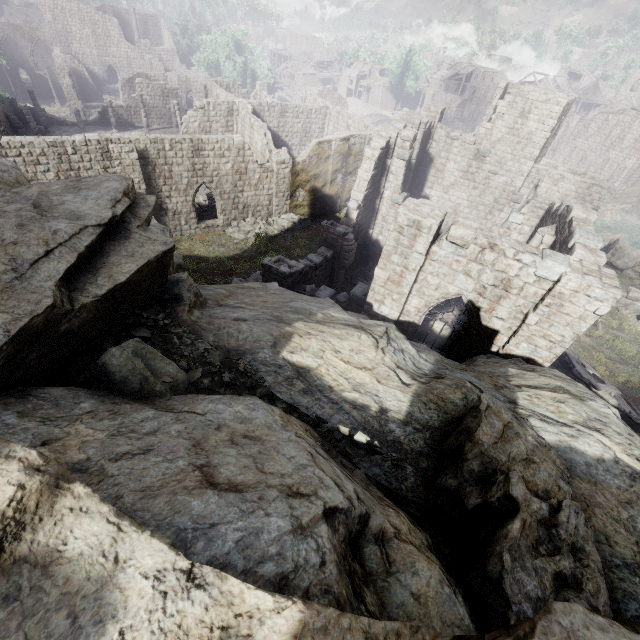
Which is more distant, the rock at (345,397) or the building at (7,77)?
the building at (7,77)

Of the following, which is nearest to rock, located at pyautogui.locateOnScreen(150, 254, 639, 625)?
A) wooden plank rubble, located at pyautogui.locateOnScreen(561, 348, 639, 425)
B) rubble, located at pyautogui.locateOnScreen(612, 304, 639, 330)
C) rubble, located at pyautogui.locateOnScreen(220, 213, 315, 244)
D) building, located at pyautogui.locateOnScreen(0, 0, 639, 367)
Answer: building, located at pyautogui.locateOnScreen(0, 0, 639, 367)

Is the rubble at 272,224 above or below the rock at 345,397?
below

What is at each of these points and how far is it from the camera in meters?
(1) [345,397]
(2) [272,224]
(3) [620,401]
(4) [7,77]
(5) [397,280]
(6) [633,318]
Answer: (1) rock, 5.1 m
(2) rubble, 25.5 m
(3) wooden plank rubble, 13.5 m
(4) building, 53.2 m
(5) building, 10.6 m
(6) rubble, 19.5 m

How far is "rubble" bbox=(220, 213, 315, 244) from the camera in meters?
23.7

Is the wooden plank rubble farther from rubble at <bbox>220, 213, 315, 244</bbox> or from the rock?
rubble at <bbox>220, 213, 315, 244</bbox>

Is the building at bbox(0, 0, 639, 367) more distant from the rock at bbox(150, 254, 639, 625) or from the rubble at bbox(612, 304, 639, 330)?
the rock at bbox(150, 254, 639, 625)

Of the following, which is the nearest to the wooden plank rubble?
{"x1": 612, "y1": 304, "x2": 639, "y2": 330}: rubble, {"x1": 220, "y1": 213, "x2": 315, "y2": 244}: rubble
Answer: {"x1": 612, "y1": 304, "x2": 639, "y2": 330}: rubble
